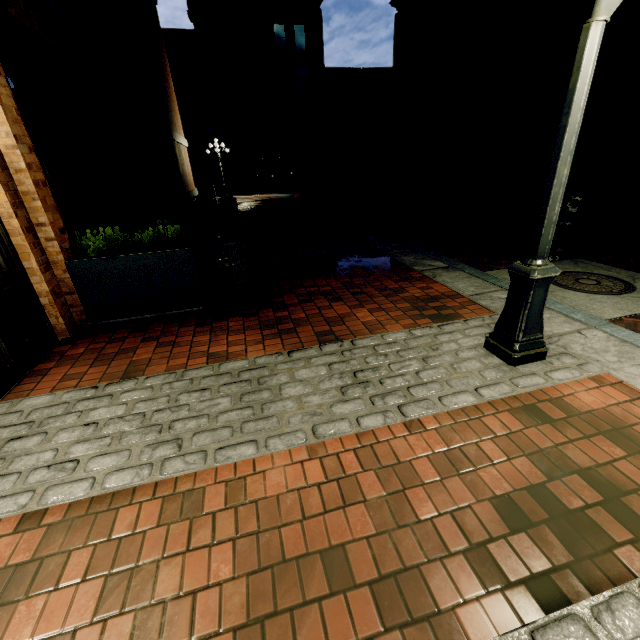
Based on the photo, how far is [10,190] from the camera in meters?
3.3 m

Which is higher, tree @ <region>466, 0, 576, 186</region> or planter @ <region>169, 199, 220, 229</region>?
tree @ <region>466, 0, 576, 186</region>

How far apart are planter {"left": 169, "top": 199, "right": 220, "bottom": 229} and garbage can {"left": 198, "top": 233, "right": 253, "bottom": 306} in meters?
6.9 m

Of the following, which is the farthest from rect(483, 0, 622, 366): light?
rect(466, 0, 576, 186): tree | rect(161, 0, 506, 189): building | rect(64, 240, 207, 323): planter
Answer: rect(161, 0, 506, 189): building

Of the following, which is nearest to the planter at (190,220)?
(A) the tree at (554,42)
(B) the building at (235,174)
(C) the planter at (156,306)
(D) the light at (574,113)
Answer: (C) the planter at (156,306)

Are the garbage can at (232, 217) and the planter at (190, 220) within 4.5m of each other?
yes

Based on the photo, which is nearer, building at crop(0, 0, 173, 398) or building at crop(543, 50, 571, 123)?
building at crop(0, 0, 173, 398)

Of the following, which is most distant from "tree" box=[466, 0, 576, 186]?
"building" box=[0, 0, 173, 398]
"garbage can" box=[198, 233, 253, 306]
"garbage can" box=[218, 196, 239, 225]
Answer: "garbage can" box=[218, 196, 239, 225]
